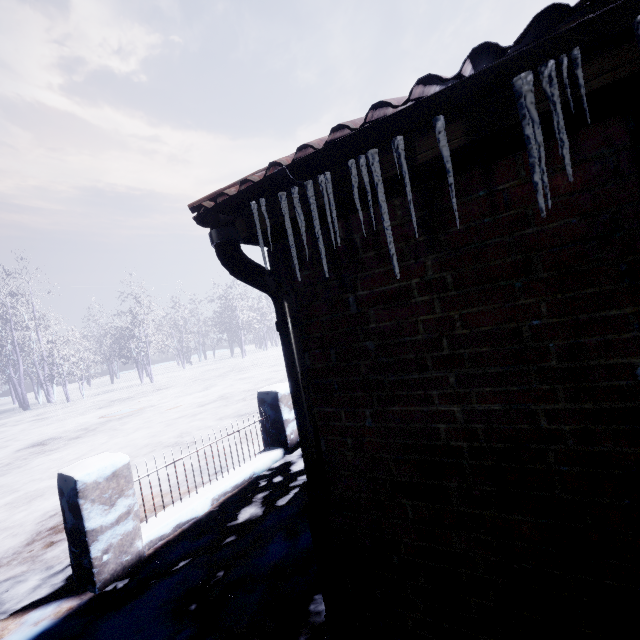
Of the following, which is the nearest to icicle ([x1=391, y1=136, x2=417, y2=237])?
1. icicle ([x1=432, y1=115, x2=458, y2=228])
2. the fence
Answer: icicle ([x1=432, y1=115, x2=458, y2=228])

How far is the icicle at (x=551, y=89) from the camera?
0.68m

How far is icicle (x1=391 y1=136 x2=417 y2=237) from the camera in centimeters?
86cm

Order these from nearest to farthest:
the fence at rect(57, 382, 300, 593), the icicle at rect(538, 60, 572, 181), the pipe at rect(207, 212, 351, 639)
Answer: the icicle at rect(538, 60, 572, 181) → the pipe at rect(207, 212, 351, 639) → the fence at rect(57, 382, 300, 593)

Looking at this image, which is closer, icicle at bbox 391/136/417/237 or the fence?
icicle at bbox 391/136/417/237

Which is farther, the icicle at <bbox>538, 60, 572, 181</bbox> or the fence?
the fence

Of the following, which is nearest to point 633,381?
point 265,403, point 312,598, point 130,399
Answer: point 312,598

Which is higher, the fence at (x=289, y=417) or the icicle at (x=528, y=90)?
the icicle at (x=528, y=90)
